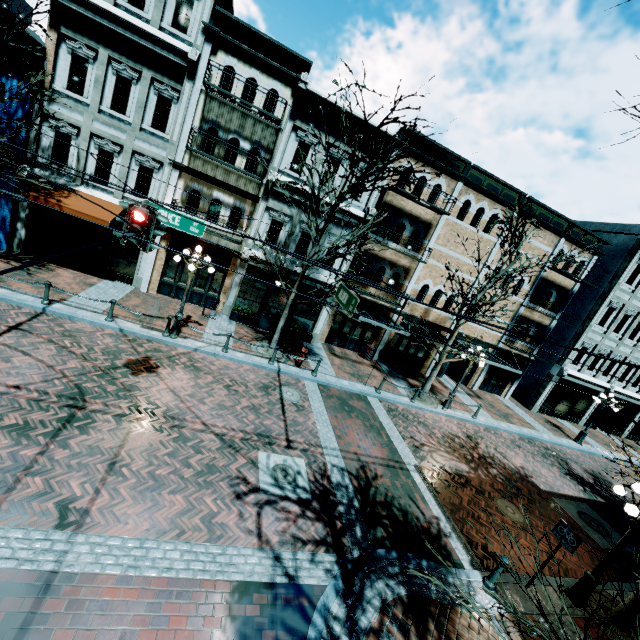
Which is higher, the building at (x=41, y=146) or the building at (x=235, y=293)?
the building at (x=41, y=146)

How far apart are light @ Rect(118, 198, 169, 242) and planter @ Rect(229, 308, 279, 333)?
9.3 meters

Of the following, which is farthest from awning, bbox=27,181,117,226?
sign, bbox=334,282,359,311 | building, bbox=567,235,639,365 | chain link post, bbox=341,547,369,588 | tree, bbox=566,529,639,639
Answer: building, bbox=567,235,639,365

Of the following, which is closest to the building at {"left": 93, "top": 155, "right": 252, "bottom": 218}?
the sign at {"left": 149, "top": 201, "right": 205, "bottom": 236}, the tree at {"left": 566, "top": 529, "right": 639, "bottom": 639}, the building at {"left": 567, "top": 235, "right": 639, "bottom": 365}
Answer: the building at {"left": 567, "top": 235, "right": 639, "bottom": 365}

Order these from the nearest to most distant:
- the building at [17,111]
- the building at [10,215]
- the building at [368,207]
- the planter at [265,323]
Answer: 1. the building at [17,111]
2. the building at [10,215]
3. the building at [368,207]
4. the planter at [265,323]

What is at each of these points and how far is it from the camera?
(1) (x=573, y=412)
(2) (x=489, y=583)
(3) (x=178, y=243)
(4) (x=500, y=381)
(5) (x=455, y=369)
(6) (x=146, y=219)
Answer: (1) building, 23.8m
(2) chain link post, 7.4m
(3) building, 15.4m
(4) building, 22.9m
(5) building, 22.6m
(6) light, 6.4m

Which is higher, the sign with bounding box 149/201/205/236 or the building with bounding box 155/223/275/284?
the sign with bounding box 149/201/205/236

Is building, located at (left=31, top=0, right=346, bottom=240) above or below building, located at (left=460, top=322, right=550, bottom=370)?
above
